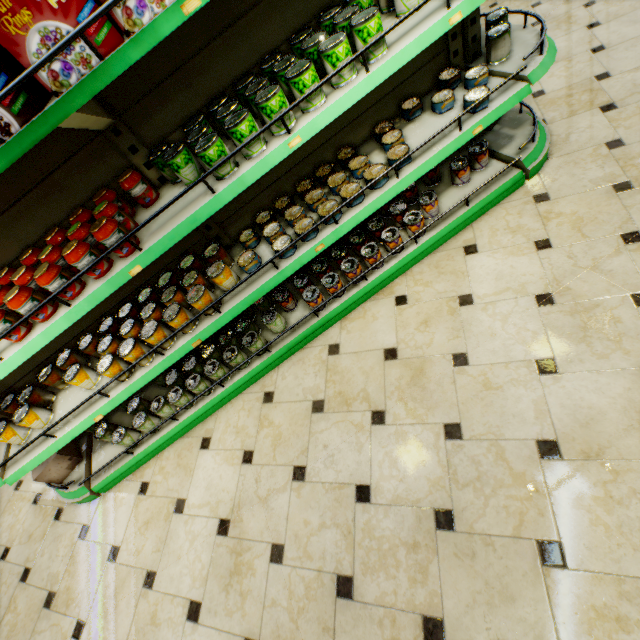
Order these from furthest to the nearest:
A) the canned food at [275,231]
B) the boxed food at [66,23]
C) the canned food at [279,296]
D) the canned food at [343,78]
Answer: the canned food at [279,296] → the canned food at [275,231] → the canned food at [343,78] → the boxed food at [66,23]

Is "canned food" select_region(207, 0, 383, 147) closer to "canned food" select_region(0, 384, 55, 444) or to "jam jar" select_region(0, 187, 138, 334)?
"jam jar" select_region(0, 187, 138, 334)

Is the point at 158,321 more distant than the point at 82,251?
Yes

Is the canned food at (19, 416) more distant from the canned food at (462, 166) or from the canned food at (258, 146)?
the canned food at (462, 166)

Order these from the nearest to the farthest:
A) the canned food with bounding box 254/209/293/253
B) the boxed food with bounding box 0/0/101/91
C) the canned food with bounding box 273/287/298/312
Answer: the boxed food with bounding box 0/0/101/91 < the canned food with bounding box 254/209/293/253 < the canned food with bounding box 273/287/298/312

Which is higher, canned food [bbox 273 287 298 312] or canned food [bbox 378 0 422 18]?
canned food [bbox 378 0 422 18]

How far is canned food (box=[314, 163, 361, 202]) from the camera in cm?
197

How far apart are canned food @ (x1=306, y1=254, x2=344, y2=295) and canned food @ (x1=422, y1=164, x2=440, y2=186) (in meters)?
0.55
